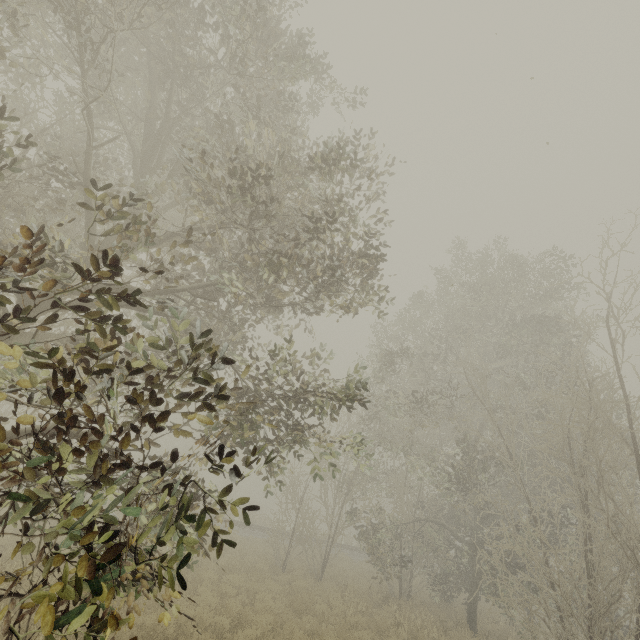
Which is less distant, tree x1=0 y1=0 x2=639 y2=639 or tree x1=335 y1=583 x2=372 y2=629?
tree x1=0 y1=0 x2=639 y2=639

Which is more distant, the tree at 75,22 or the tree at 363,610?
the tree at 363,610

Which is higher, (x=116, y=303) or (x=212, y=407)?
(x=116, y=303)

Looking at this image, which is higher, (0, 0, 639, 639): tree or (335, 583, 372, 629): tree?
(0, 0, 639, 639): tree

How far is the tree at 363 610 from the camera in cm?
1115

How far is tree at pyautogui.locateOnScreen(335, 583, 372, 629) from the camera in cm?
1115
